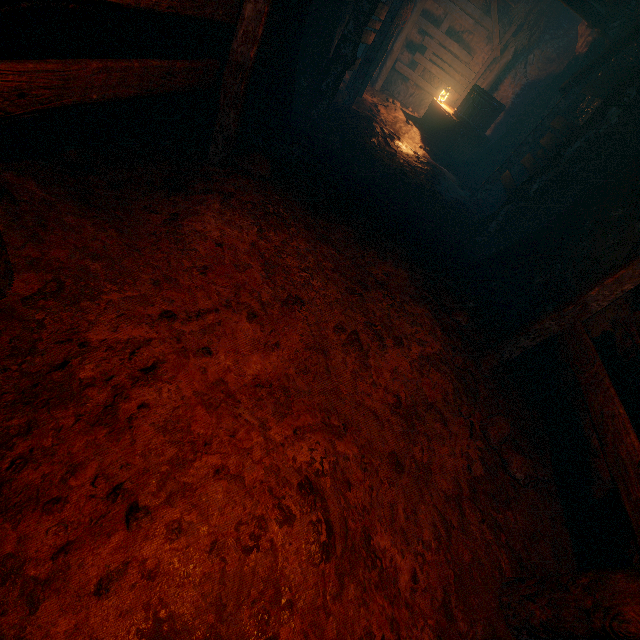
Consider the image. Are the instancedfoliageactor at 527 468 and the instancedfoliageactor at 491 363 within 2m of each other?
yes

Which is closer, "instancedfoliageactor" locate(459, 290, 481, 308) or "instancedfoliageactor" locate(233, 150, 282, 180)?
"instancedfoliageactor" locate(233, 150, 282, 180)

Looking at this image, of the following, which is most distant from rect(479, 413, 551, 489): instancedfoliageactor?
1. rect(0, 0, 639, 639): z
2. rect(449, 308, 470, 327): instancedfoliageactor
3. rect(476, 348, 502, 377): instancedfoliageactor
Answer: rect(449, 308, 470, 327): instancedfoliageactor

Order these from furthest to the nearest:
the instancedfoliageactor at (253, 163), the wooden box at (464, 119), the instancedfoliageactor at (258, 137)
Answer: the wooden box at (464, 119) → the instancedfoliageactor at (258, 137) → the instancedfoliageactor at (253, 163)

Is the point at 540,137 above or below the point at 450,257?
above

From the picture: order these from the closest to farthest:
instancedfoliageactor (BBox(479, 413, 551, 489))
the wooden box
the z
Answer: the z
instancedfoliageactor (BBox(479, 413, 551, 489))
the wooden box

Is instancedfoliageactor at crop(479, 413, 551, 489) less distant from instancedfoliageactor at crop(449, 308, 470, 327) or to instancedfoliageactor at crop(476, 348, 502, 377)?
instancedfoliageactor at crop(476, 348, 502, 377)

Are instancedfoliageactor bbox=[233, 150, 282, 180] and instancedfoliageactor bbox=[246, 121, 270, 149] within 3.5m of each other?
yes
